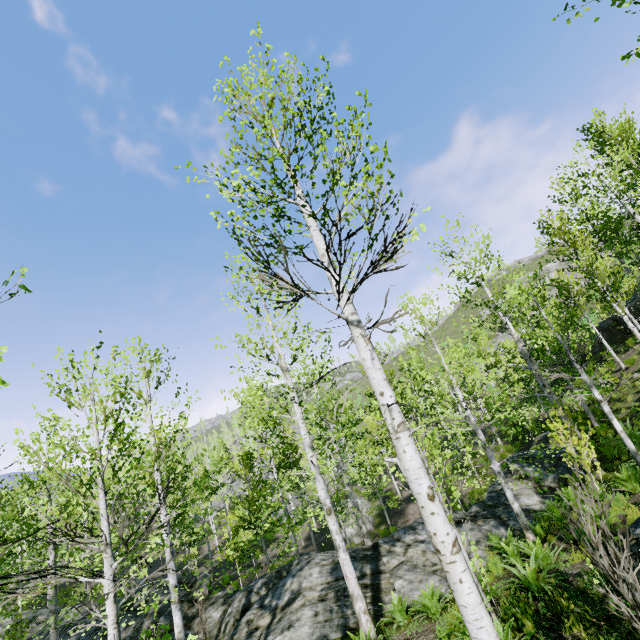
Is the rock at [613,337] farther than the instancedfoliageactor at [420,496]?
Yes

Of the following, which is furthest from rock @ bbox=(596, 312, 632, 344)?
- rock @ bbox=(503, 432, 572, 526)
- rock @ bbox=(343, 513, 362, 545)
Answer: rock @ bbox=(343, 513, 362, 545)

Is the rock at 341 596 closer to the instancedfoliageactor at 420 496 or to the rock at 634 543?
the instancedfoliageactor at 420 496

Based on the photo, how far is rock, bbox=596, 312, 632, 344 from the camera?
21.8m

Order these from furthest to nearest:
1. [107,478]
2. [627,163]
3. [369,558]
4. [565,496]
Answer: [107,478], [627,163], [369,558], [565,496]

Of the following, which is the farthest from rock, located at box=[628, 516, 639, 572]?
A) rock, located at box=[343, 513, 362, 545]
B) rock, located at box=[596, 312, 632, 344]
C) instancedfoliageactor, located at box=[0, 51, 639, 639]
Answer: rock, located at box=[343, 513, 362, 545]

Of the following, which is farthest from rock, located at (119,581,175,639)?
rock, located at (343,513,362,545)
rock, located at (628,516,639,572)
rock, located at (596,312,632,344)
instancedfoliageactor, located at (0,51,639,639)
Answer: Result: rock, located at (343,513,362,545)

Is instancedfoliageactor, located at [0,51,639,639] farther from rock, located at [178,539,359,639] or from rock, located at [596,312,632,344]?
rock, located at [596,312,632,344]
